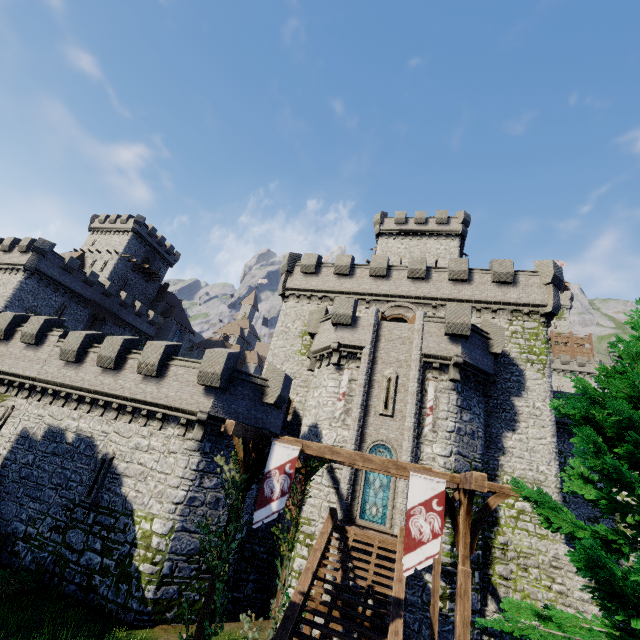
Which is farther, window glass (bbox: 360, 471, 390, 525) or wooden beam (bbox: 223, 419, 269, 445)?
window glass (bbox: 360, 471, 390, 525)

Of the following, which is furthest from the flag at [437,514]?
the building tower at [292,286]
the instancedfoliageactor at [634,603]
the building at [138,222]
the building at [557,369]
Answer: the building at [557,369]

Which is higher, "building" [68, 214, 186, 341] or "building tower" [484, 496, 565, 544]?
"building" [68, 214, 186, 341]

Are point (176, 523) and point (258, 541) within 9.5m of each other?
yes

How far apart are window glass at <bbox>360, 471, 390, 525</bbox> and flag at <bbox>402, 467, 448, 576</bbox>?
9.89m

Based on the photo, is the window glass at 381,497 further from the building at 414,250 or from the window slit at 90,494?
the building at 414,250

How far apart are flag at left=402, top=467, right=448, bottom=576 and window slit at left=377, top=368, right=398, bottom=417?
10.0 meters

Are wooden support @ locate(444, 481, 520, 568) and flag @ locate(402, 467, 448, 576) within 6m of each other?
yes
